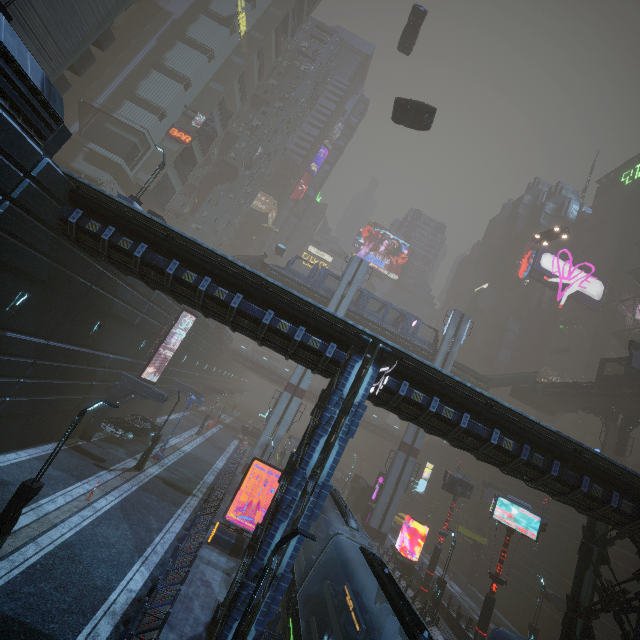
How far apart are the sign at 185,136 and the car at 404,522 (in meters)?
55.91

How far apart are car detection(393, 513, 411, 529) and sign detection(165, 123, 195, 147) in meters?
55.9 m

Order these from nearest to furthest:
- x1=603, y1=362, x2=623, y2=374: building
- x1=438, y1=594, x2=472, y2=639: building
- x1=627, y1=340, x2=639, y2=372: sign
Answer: x1=438, y1=594, x2=472, y2=639: building, x1=627, y1=340, x2=639, y2=372: sign, x1=603, y1=362, x2=623, y2=374: building

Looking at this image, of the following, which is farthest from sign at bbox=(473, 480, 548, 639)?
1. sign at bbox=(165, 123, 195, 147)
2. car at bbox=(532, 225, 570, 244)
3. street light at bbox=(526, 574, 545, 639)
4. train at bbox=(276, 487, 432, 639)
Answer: sign at bbox=(165, 123, 195, 147)

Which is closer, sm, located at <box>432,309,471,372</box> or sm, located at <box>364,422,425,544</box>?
sm, located at <box>364,422,425,544</box>

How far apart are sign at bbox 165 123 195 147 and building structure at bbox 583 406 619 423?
59.8m

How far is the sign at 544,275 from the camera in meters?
56.3 m

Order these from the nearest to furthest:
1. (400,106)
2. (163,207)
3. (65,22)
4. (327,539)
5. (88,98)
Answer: (327,539) → (65,22) → (400,106) → (88,98) → (163,207)
